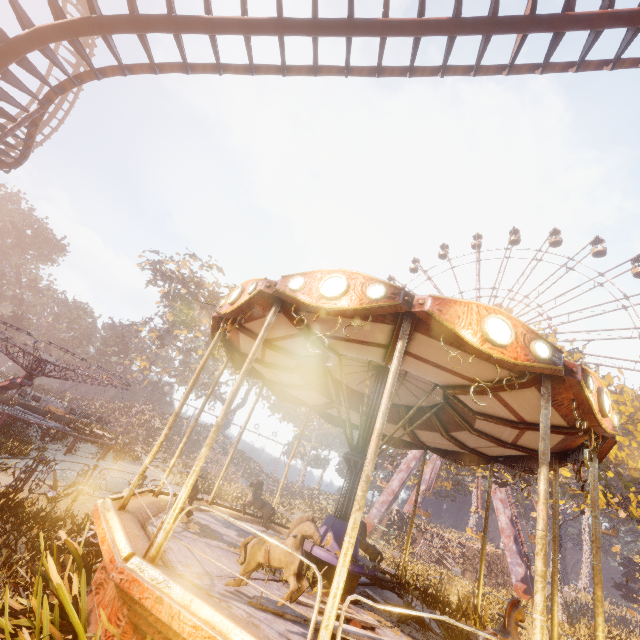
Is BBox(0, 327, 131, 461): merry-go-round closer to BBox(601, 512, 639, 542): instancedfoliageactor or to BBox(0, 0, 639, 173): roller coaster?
BBox(0, 0, 639, 173): roller coaster

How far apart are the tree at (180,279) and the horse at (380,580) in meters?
45.5

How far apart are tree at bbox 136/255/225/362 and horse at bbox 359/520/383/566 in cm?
4428

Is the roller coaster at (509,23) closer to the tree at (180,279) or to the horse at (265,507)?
the horse at (265,507)

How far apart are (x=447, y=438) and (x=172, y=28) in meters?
12.3 m

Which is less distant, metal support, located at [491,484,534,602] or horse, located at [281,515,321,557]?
horse, located at [281,515,321,557]

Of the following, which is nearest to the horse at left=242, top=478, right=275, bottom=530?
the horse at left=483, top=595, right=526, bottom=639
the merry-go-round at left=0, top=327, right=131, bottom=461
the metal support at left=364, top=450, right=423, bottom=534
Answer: the horse at left=483, top=595, right=526, bottom=639

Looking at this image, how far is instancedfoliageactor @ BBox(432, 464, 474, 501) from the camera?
45.4 meters
